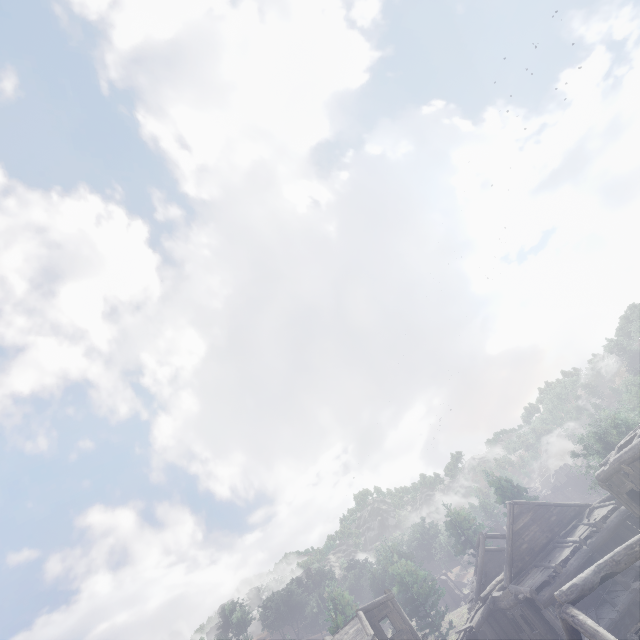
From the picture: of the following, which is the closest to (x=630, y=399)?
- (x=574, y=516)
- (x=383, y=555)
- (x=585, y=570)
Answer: (x=574, y=516)

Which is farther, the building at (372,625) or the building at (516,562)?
the building at (372,625)

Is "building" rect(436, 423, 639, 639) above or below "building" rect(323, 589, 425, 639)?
below

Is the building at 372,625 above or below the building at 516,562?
above

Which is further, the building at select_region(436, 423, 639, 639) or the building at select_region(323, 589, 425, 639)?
the building at select_region(323, 589, 425, 639)
